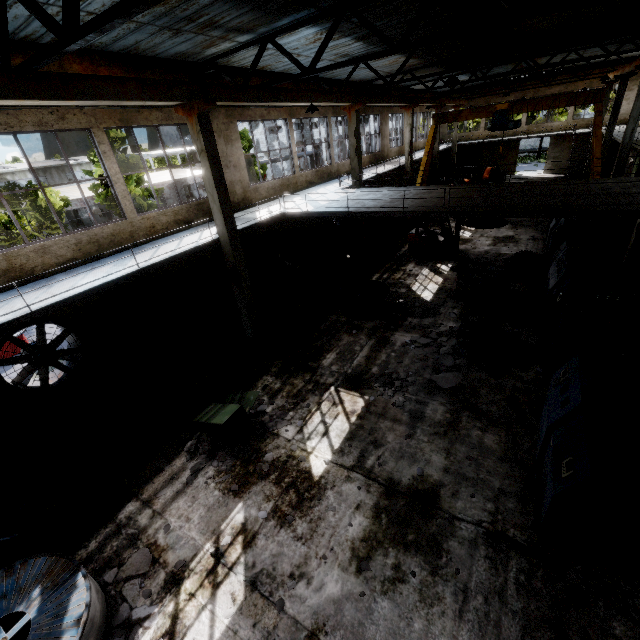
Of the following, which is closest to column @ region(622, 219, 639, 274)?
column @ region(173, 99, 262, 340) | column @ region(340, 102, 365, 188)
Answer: column @ region(340, 102, 365, 188)

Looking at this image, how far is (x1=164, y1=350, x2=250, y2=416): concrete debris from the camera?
9.9m

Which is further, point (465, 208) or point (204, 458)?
point (465, 208)

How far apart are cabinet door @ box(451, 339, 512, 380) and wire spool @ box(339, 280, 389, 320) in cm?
329

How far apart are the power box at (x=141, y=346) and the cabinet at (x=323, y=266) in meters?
8.5

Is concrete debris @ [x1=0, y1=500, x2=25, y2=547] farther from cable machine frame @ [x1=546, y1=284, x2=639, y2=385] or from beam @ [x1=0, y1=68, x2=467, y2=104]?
cable machine frame @ [x1=546, y1=284, x2=639, y2=385]

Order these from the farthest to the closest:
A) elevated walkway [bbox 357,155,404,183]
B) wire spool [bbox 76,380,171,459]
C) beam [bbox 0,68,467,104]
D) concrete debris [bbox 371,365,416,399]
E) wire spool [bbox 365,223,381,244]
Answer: wire spool [bbox 365,223,381,244] < elevated walkway [bbox 357,155,404,183] < concrete debris [bbox 371,365,416,399] < wire spool [bbox 76,380,171,459] < beam [bbox 0,68,467,104]

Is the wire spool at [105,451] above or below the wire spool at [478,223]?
below
